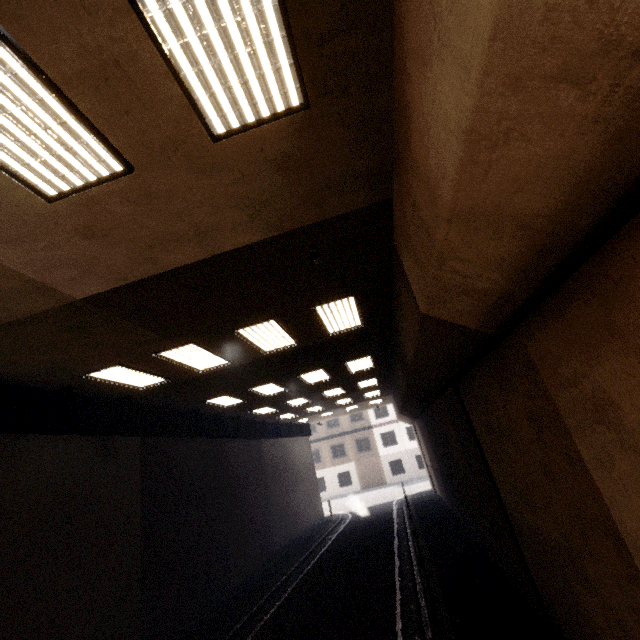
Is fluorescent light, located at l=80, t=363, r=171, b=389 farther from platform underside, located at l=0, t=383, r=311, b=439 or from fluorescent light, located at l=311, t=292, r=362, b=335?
fluorescent light, located at l=311, t=292, r=362, b=335

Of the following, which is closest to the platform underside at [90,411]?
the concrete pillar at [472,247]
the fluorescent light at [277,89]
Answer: the fluorescent light at [277,89]

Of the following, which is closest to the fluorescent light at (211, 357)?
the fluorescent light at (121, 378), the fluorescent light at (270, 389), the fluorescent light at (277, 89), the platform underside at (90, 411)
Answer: the fluorescent light at (121, 378)

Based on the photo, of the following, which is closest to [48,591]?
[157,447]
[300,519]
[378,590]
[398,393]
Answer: [157,447]

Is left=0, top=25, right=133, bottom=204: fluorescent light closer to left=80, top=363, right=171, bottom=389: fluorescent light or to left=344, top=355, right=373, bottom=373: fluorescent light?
left=80, top=363, right=171, bottom=389: fluorescent light

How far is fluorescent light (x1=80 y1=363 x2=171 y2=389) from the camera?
7.6m

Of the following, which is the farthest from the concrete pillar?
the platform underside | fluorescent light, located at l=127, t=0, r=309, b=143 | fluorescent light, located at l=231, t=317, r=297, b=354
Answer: the platform underside

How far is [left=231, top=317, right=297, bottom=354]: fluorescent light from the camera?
7.13m
